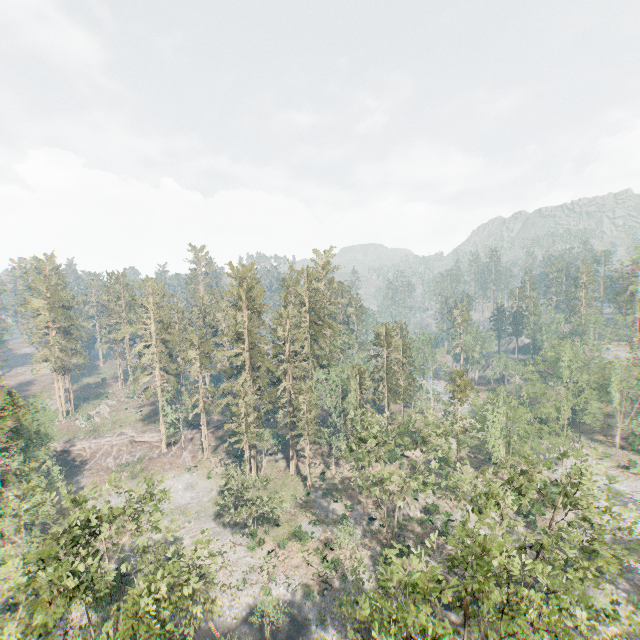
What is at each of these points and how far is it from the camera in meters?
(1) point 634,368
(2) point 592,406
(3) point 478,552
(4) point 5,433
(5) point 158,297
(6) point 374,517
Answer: (1) foliage, 56.2 m
(2) foliage, 46.6 m
(3) foliage, 17.0 m
(4) foliage, 35.1 m
(5) foliage, 58.9 m
(6) foliage, 45.9 m

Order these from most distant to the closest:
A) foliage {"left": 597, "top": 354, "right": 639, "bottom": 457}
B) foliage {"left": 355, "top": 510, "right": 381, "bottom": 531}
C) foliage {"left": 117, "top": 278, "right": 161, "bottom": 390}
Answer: foliage {"left": 117, "top": 278, "right": 161, "bottom": 390} < foliage {"left": 597, "top": 354, "right": 639, "bottom": 457} < foliage {"left": 355, "top": 510, "right": 381, "bottom": 531}

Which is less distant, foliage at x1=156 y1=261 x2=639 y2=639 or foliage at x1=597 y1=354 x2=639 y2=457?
foliage at x1=156 y1=261 x2=639 y2=639

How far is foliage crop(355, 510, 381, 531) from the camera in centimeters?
4470cm

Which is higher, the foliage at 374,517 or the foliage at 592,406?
the foliage at 592,406

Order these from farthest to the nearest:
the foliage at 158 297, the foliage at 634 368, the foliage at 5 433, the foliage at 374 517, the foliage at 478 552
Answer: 1. the foliage at 158 297
2. the foliage at 634 368
3. the foliage at 374 517
4. the foliage at 5 433
5. the foliage at 478 552
